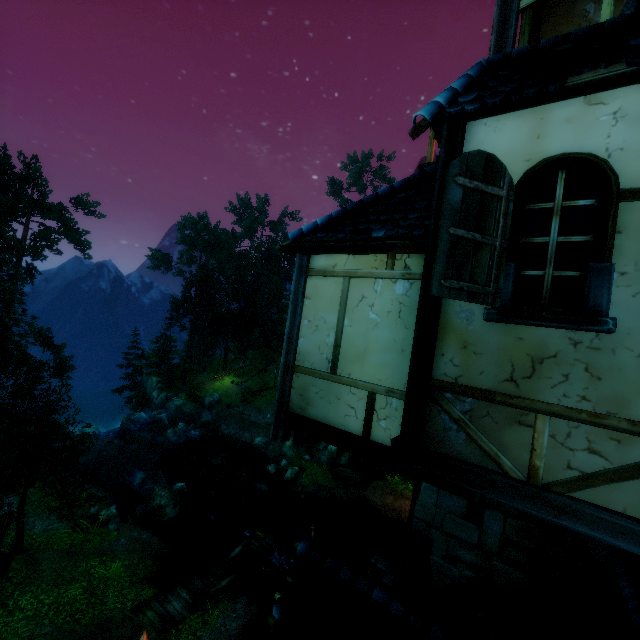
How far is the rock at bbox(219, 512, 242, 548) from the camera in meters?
18.7 m

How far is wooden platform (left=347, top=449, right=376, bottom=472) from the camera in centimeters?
414cm

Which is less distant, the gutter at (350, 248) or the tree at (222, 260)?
the gutter at (350, 248)

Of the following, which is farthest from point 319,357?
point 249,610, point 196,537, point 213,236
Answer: → point 213,236

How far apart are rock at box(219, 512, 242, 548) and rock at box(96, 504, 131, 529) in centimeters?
494cm

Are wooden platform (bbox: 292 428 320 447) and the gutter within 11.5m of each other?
yes

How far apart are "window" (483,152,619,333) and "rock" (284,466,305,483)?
25.1 meters

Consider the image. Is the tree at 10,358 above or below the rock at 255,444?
above
